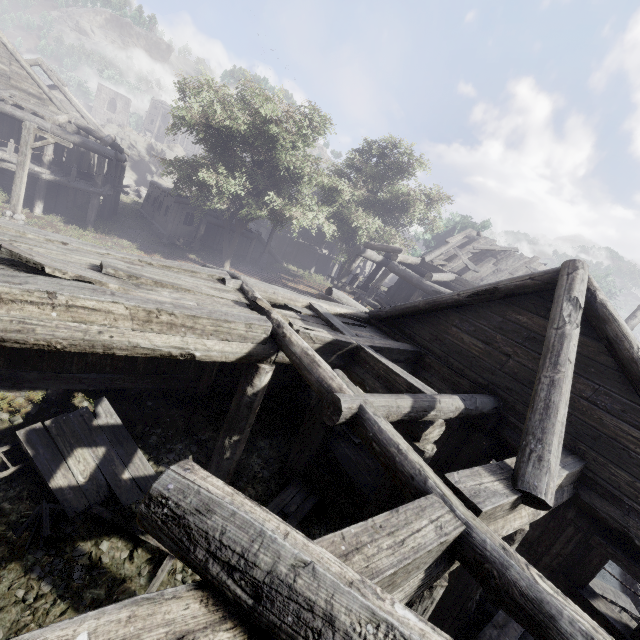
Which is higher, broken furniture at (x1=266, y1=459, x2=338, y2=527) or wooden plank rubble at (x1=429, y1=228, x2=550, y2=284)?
wooden plank rubble at (x1=429, y1=228, x2=550, y2=284)

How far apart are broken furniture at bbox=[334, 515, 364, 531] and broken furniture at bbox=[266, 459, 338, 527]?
0.5m

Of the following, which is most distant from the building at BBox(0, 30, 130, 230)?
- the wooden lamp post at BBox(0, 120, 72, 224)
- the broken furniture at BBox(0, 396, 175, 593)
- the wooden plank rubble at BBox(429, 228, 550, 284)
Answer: the wooden lamp post at BBox(0, 120, 72, 224)

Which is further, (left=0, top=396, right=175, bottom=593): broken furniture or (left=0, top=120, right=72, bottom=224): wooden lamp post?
(left=0, top=120, right=72, bottom=224): wooden lamp post

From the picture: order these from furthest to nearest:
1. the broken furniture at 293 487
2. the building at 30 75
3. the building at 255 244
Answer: the building at 255 244 < the building at 30 75 < the broken furniture at 293 487

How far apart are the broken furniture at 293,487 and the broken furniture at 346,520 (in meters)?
0.51

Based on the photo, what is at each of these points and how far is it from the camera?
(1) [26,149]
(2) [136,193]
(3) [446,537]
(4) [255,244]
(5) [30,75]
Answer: (1) wooden lamp post, 12.5 meters
(2) rubble, 34.8 meters
(3) building, 2.8 meters
(4) building, 30.2 meters
(5) building, 17.6 meters

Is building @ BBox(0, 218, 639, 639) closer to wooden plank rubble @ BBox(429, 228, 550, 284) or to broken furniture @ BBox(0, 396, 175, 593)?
wooden plank rubble @ BBox(429, 228, 550, 284)
